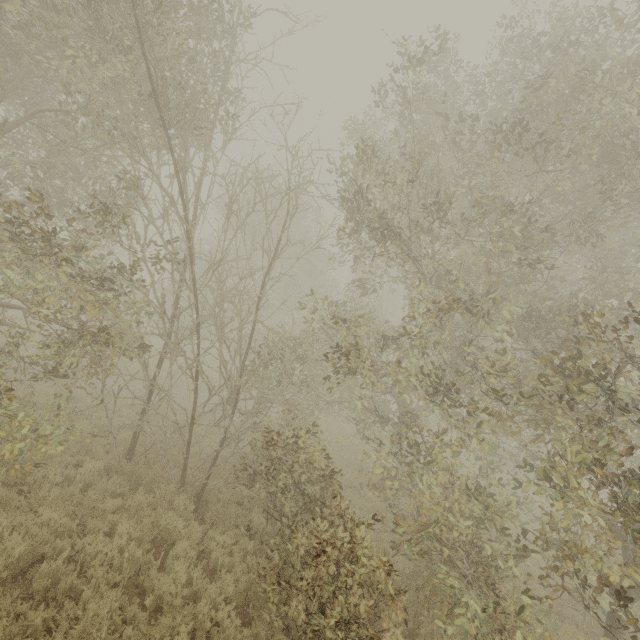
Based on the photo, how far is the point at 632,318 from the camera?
8.5m
